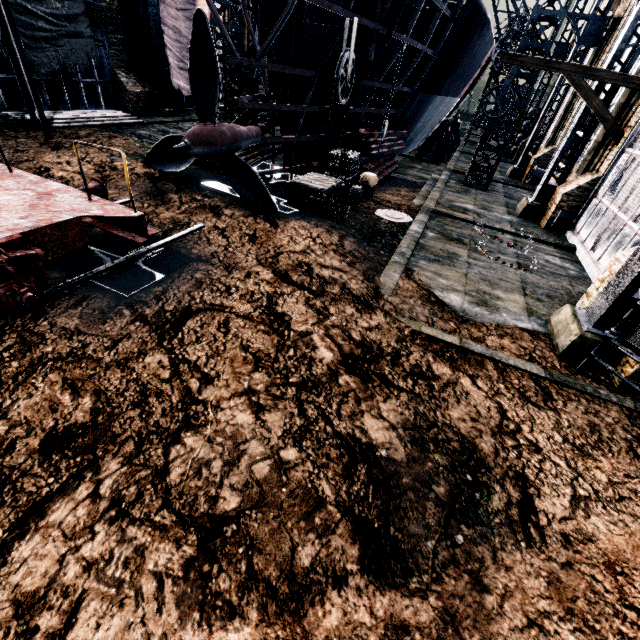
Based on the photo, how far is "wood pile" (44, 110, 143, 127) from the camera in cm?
1566

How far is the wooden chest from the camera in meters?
13.0 m

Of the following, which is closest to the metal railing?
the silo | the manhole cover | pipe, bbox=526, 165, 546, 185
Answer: the manhole cover

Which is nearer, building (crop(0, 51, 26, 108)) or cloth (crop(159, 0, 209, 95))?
building (crop(0, 51, 26, 108))

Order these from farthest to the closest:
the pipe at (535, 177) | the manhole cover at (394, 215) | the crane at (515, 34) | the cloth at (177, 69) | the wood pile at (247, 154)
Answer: the pipe at (535, 177)
the cloth at (177, 69)
the crane at (515, 34)
the wood pile at (247, 154)
the manhole cover at (394, 215)

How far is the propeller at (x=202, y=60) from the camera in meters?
9.5

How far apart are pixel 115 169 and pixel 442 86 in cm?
2295

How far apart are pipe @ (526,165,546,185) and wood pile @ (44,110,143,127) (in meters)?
27.42
